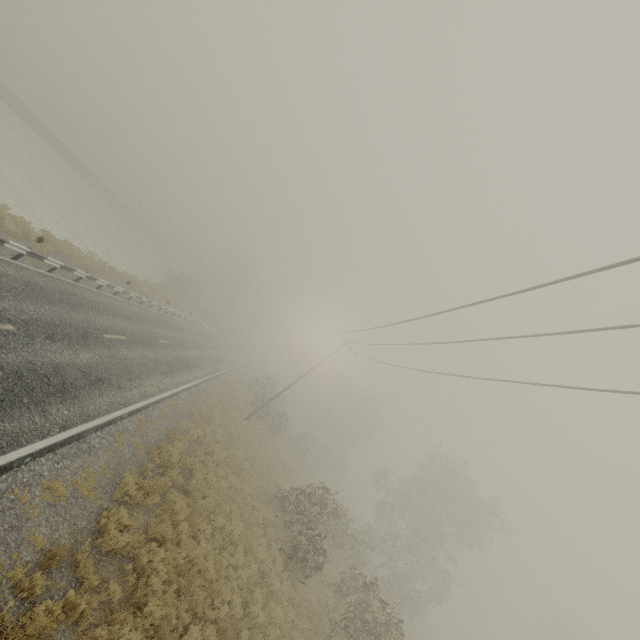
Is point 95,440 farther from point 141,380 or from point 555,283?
point 555,283
